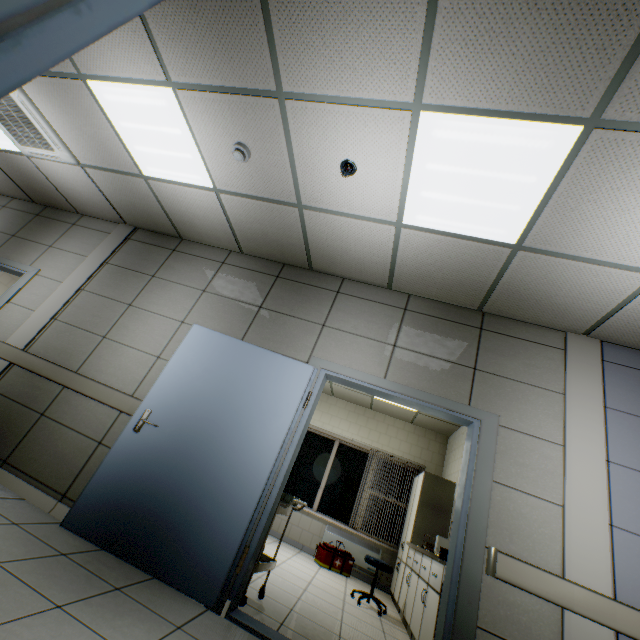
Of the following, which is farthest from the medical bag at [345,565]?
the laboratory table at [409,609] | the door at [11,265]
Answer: the door at [11,265]

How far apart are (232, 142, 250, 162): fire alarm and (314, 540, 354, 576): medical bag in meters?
6.5 m

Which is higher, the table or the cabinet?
the cabinet

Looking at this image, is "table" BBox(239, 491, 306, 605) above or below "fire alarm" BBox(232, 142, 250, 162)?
below

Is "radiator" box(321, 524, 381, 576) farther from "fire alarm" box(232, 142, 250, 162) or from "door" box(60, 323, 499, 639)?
A: "fire alarm" box(232, 142, 250, 162)

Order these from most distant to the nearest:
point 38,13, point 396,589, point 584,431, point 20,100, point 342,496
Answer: point 342,496 < point 396,589 < point 20,100 < point 584,431 < point 38,13

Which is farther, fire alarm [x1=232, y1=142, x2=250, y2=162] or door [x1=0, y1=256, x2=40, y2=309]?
door [x1=0, y1=256, x2=40, y2=309]

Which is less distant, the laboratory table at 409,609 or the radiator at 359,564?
the laboratory table at 409,609
